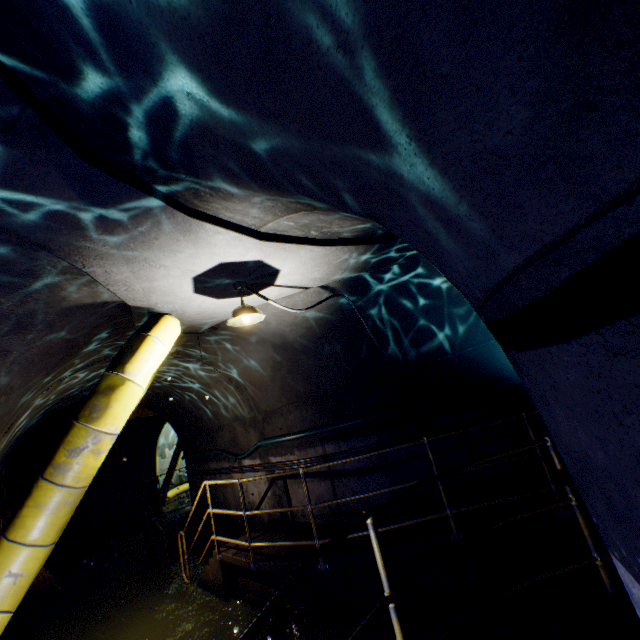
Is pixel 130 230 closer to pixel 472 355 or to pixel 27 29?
pixel 27 29

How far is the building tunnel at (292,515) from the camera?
6.3 meters

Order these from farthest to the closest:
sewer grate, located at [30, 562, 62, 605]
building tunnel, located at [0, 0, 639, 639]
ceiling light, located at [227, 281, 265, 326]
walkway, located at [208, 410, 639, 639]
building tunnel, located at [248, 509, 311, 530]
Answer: building tunnel, located at [248, 509, 311, 530] < sewer grate, located at [30, 562, 62, 605] < ceiling light, located at [227, 281, 265, 326] < walkway, located at [208, 410, 639, 639] < building tunnel, located at [0, 0, 639, 639]

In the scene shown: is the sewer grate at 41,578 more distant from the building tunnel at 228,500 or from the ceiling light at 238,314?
the ceiling light at 238,314

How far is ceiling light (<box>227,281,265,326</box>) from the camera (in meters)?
3.74

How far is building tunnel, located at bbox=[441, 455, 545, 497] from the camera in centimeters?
551cm

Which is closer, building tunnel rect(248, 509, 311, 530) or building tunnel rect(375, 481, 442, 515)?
building tunnel rect(375, 481, 442, 515)

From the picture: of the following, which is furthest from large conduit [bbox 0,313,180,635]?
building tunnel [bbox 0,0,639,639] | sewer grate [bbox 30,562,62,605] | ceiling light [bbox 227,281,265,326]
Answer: sewer grate [bbox 30,562,62,605]
